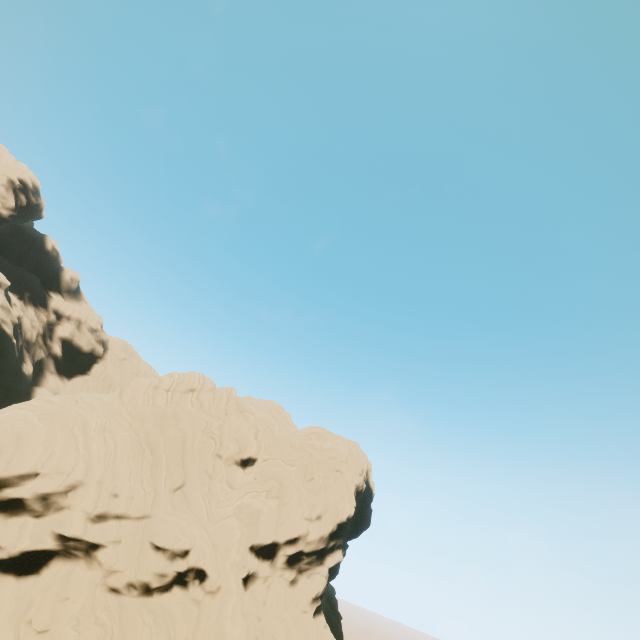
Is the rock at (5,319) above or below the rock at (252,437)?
above

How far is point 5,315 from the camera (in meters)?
59.78

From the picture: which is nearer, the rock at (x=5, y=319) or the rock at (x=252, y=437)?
the rock at (x=252, y=437)

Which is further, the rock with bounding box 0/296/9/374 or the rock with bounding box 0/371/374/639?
the rock with bounding box 0/296/9/374

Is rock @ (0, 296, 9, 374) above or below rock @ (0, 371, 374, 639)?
above
